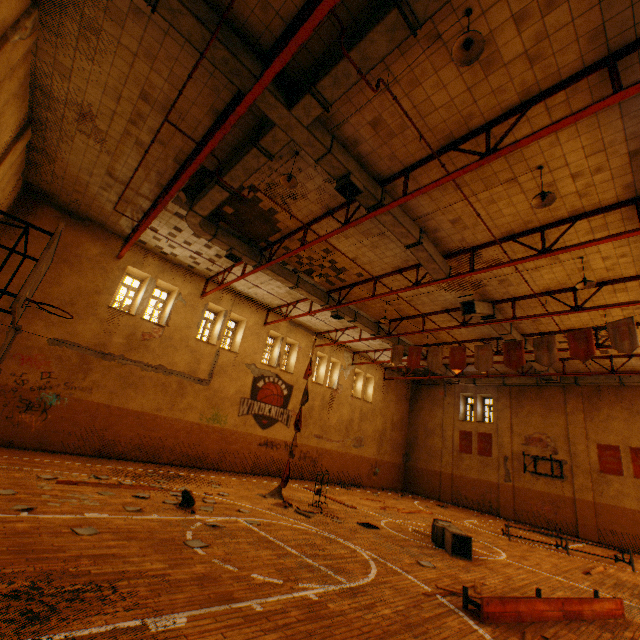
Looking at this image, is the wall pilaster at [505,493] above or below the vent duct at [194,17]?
below

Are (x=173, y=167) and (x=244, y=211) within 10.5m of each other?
yes

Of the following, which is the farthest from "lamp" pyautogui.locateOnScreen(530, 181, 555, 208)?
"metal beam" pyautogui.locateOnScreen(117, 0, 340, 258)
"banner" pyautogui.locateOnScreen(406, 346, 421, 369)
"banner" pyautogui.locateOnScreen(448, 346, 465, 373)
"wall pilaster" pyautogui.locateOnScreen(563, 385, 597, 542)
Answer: "wall pilaster" pyautogui.locateOnScreen(563, 385, 597, 542)

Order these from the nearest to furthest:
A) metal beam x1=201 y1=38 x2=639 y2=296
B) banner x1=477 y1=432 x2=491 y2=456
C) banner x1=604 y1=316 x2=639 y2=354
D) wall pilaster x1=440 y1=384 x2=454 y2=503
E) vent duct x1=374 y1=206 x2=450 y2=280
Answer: metal beam x1=201 y1=38 x2=639 y2=296, vent duct x1=374 y1=206 x2=450 y2=280, banner x1=604 y1=316 x2=639 y2=354, banner x1=477 y1=432 x2=491 y2=456, wall pilaster x1=440 y1=384 x2=454 y2=503

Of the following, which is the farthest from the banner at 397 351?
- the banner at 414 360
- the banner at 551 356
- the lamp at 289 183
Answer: the lamp at 289 183

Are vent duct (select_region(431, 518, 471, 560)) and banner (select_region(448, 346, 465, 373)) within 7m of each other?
yes

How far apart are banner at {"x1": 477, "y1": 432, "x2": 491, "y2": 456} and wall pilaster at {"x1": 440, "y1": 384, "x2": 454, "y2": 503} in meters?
1.7

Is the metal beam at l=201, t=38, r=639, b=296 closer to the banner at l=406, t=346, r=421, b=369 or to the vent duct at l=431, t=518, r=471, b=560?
the banner at l=406, t=346, r=421, b=369
